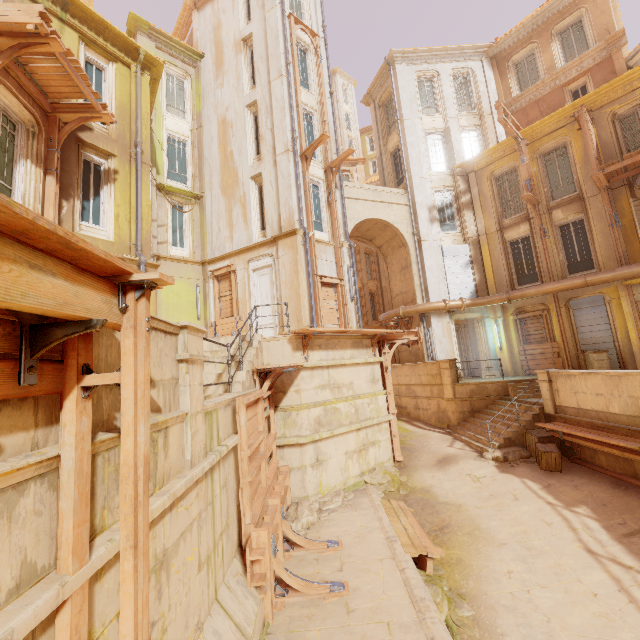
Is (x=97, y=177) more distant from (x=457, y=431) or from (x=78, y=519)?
(x=457, y=431)

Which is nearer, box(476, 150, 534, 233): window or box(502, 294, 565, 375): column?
box(502, 294, 565, 375): column

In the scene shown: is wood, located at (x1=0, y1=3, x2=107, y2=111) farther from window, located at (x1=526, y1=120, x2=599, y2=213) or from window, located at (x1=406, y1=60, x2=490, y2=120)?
window, located at (x1=526, y1=120, x2=599, y2=213)

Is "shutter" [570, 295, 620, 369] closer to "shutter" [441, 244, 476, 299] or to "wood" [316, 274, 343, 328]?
"shutter" [441, 244, 476, 299]

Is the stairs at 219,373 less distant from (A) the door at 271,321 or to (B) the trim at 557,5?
(A) the door at 271,321

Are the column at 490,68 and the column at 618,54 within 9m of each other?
yes

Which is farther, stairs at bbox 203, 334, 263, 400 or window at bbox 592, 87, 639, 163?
window at bbox 592, 87, 639, 163

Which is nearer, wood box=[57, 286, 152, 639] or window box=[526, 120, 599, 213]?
wood box=[57, 286, 152, 639]
